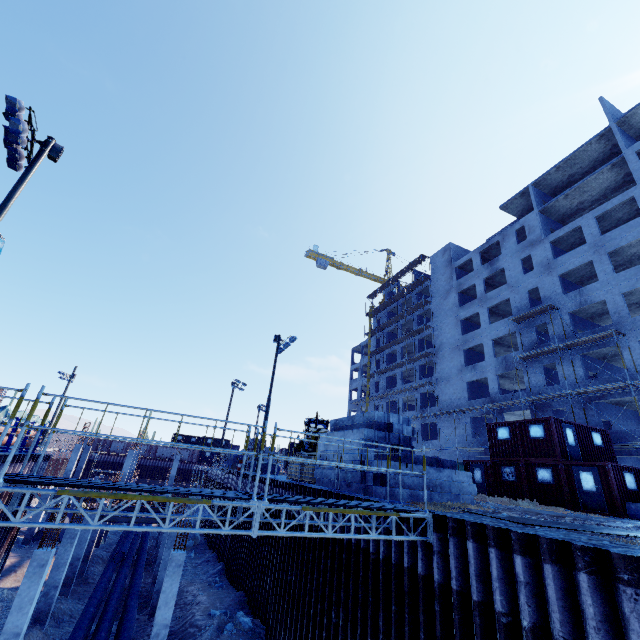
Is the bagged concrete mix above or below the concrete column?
above

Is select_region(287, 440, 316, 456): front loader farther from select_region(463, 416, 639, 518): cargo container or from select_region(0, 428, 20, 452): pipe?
select_region(0, 428, 20, 452): pipe

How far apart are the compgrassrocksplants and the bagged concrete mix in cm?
573

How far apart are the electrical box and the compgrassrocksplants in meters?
20.3 m

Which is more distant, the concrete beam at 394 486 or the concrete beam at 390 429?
the concrete beam at 390 429

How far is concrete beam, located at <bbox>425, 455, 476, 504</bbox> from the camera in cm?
1065

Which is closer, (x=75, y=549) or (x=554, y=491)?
(x=554, y=491)
